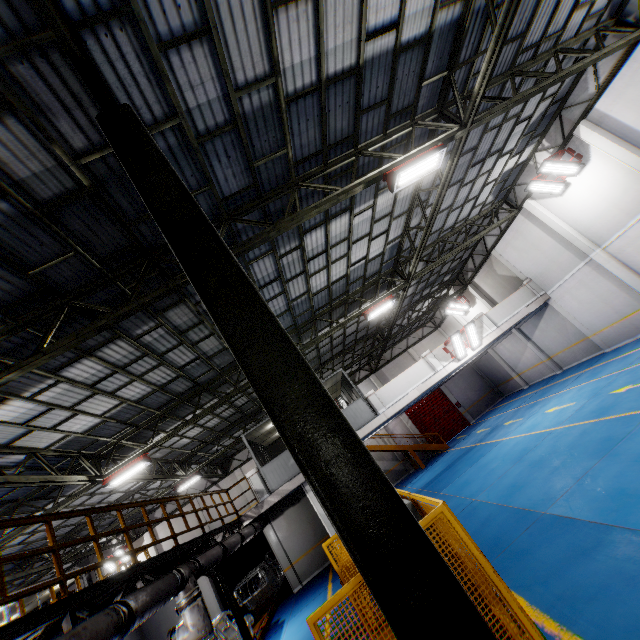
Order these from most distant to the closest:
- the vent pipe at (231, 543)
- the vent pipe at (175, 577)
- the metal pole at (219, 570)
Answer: the vent pipe at (231, 543)
the metal pole at (219, 570)
the vent pipe at (175, 577)

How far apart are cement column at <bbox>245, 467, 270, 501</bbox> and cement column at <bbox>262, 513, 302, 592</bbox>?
3.6m

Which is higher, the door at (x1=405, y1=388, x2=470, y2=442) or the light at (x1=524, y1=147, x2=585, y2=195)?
the light at (x1=524, y1=147, x2=585, y2=195)

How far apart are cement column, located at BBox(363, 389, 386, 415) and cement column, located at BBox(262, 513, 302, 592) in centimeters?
838cm

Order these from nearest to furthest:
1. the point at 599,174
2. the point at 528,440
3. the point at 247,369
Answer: the point at 247,369
the point at 528,440
the point at 599,174

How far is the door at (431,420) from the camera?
26.7m

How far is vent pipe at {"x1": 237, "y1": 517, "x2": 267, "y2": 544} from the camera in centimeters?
1202cm

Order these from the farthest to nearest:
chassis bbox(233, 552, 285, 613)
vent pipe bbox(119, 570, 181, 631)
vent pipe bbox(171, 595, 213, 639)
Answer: chassis bbox(233, 552, 285, 613)
vent pipe bbox(171, 595, 213, 639)
vent pipe bbox(119, 570, 181, 631)
